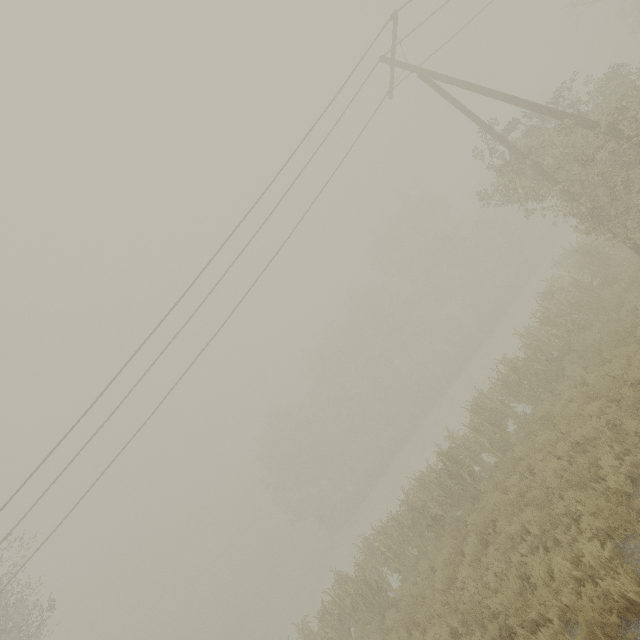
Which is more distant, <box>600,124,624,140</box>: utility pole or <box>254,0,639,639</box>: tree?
<box>254,0,639,639</box>: tree

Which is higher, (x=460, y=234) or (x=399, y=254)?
(x=399, y=254)

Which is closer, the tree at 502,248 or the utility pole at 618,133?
the utility pole at 618,133

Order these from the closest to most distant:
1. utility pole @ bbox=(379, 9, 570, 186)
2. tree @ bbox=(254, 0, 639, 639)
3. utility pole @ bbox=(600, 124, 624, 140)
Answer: utility pole @ bbox=(600, 124, 624, 140)
utility pole @ bbox=(379, 9, 570, 186)
tree @ bbox=(254, 0, 639, 639)

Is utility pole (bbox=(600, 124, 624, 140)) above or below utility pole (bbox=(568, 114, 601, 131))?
below
